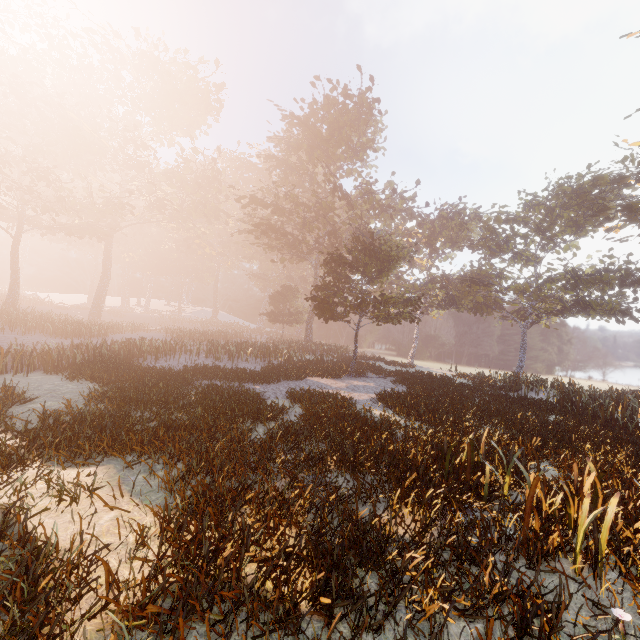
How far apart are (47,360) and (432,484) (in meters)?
16.68
